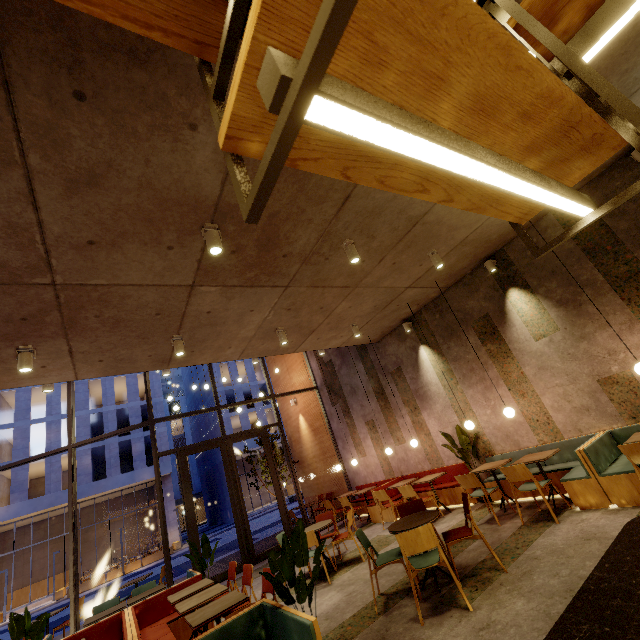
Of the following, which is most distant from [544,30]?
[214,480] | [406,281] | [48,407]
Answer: [214,480]

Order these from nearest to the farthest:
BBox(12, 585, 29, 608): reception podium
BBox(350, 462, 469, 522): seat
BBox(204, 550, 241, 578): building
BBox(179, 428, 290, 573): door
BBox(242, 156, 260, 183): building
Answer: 1. BBox(242, 156, 260, 183): building
2. BBox(350, 462, 469, 522): seat
3. BBox(179, 428, 290, 573): door
4. BBox(204, 550, 241, 578): building
5. BBox(12, 585, 29, 608): reception podium

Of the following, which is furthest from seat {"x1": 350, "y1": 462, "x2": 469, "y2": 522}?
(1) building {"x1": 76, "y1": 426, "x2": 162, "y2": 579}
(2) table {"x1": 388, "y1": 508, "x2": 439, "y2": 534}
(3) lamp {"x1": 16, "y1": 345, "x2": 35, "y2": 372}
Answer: (1) building {"x1": 76, "y1": 426, "x2": 162, "y2": 579}

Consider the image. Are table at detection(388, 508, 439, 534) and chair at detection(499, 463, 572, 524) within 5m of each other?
yes

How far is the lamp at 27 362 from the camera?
4.3m

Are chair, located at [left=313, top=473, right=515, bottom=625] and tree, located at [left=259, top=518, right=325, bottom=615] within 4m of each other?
yes

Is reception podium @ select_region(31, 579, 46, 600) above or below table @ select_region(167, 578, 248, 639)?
below

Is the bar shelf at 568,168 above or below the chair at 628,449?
above
